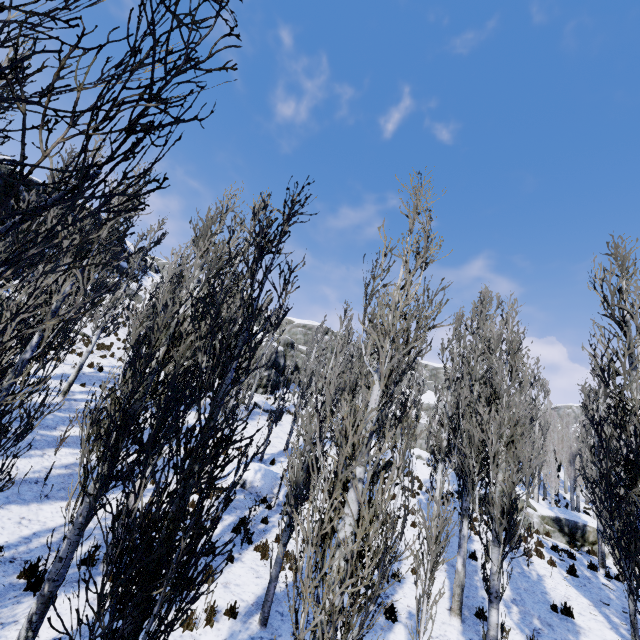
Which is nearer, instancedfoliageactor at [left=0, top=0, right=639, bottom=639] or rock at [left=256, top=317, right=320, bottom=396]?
instancedfoliageactor at [left=0, top=0, right=639, bottom=639]

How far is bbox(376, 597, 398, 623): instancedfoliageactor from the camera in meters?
3.2 m

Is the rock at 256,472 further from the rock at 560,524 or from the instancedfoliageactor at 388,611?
the rock at 560,524

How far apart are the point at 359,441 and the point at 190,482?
2.34m

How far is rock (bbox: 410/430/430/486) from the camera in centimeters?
2333cm

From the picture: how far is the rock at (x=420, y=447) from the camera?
23.33m

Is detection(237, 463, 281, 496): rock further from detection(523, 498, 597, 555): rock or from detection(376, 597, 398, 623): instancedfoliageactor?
detection(523, 498, 597, 555): rock
